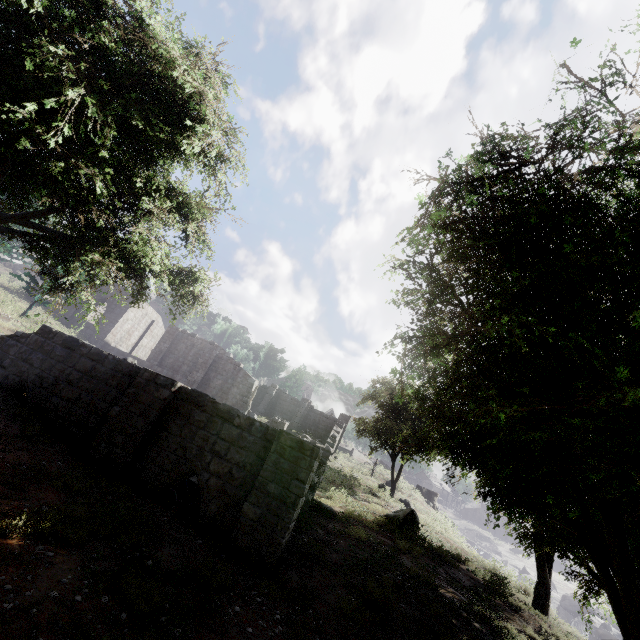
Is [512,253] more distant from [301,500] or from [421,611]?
[421,611]

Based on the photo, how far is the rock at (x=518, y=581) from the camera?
15.6 meters

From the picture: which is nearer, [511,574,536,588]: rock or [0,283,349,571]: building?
[0,283,349,571]: building

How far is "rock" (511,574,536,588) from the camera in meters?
15.6 m

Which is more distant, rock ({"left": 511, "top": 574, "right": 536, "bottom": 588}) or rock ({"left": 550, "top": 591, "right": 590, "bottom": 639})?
rock ({"left": 511, "top": 574, "right": 536, "bottom": 588})

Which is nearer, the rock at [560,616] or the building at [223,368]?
the building at [223,368]

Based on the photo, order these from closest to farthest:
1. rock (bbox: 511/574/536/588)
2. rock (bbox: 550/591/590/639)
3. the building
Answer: the building → rock (bbox: 550/591/590/639) → rock (bbox: 511/574/536/588)
